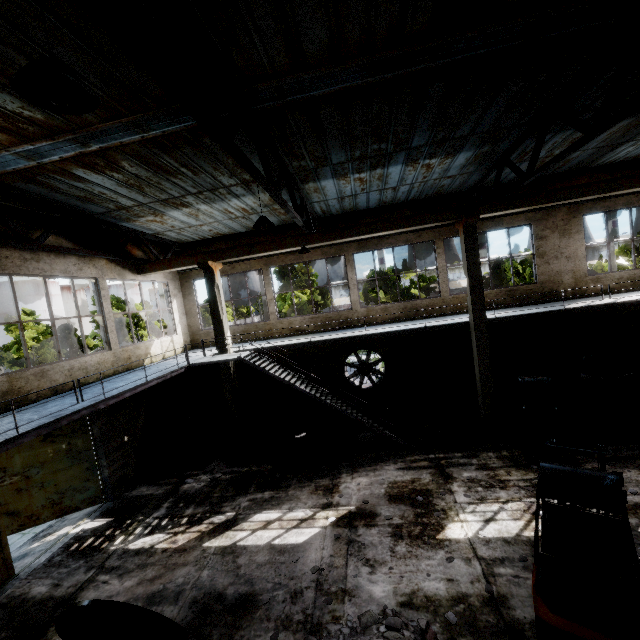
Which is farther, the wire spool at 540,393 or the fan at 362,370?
the fan at 362,370

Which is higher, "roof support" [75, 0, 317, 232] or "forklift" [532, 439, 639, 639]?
"roof support" [75, 0, 317, 232]

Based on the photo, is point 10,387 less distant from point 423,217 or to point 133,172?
point 133,172

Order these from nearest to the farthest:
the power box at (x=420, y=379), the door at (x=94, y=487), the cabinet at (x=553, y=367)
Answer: the door at (x=94, y=487)
the cabinet at (x=553, y=367)
the power box at (x=420, y=379)

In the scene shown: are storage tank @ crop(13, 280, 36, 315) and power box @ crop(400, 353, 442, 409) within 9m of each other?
no

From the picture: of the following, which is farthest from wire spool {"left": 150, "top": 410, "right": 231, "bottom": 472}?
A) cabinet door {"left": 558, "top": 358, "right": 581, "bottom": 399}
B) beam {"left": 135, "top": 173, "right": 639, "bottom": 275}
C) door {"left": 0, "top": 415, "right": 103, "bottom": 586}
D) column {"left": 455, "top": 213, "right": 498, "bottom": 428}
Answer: cabinet door {"left": 558, "top": 358, "right": 581, "bottom": 399}

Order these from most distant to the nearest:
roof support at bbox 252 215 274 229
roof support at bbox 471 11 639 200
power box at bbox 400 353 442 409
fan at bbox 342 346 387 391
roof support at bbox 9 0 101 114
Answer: fan at bbox 342 346 387 391
power box at bbox 400 353 442 409
roof support at bbox 252 215 274 229
roof support at bbox 471 11 639 200
roof support at bbox 9 0 101 114

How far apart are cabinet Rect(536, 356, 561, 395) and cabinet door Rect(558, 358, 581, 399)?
0.0m
